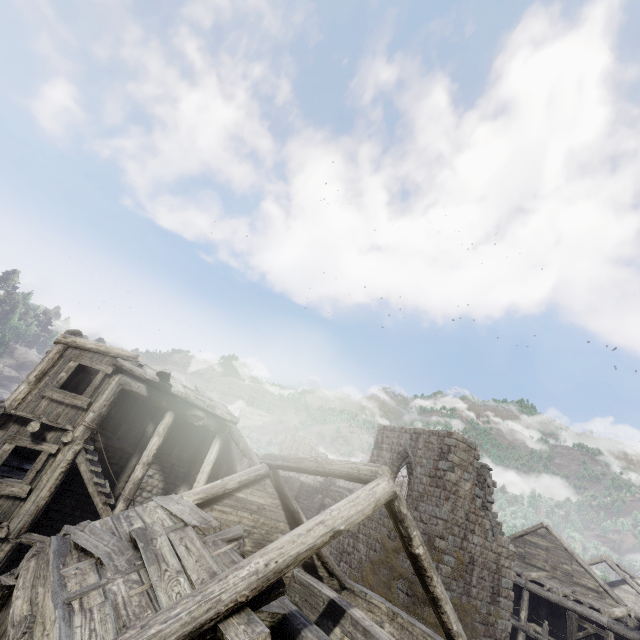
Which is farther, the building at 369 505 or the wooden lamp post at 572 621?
the wooden lamp post at 572 621

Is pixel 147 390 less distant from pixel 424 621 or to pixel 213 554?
pixel 213 554

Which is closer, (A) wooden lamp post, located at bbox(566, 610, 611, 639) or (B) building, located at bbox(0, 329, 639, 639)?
(B) building, located at bbox(0, 329, 639, 639)
